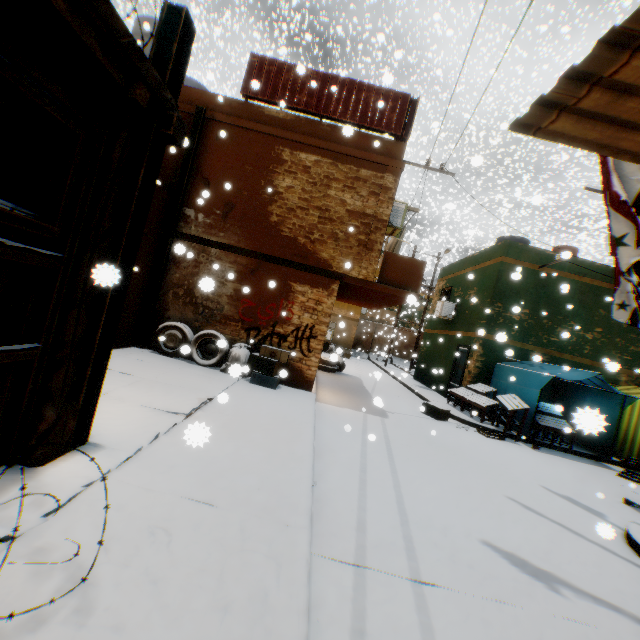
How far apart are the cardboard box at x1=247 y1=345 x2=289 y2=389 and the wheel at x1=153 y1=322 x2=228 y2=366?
0.4m

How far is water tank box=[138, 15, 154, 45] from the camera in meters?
7.4 m

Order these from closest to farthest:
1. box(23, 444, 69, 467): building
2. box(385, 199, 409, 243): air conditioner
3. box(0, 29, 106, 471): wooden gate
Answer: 1. box(0, 29, 106, 471): wooden gate
2. box(23, 444, 69, 467): building
3. box(385, 199, 409, 243): air conditioner

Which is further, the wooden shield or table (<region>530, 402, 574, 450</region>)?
table (<region>530, 402, 574, 450</region>)

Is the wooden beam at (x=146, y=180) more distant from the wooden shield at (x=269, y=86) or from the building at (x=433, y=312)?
the wooden shield at (x=269, y=86)

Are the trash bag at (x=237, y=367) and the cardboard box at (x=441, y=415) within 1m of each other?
no

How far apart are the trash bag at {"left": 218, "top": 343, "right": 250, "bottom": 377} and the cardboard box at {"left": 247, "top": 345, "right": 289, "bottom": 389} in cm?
11

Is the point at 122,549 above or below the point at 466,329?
below
